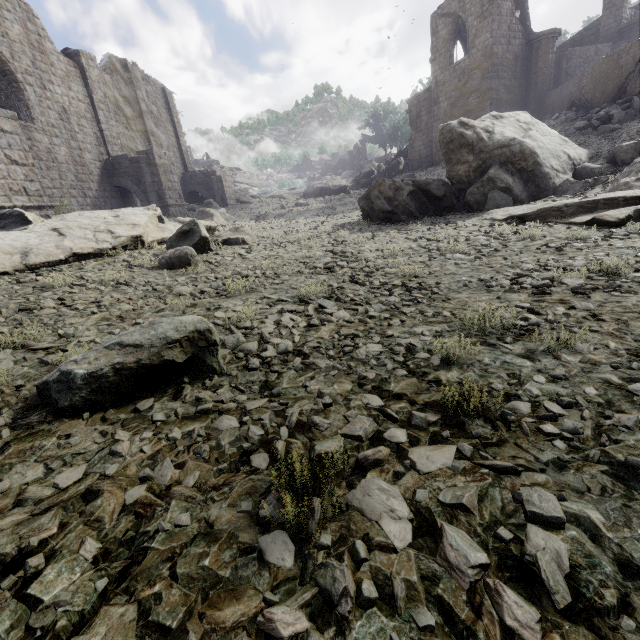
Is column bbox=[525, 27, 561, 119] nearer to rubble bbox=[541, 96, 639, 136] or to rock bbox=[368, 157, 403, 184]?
rubble bbox=[541, 96, 639, 136]

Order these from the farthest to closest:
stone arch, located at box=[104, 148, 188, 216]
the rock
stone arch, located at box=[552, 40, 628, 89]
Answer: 1. the rock
2. stone arch, located at box=[552, 40, 628, 89]
3. stone arch, located at box=[104, 148, 188, 216]

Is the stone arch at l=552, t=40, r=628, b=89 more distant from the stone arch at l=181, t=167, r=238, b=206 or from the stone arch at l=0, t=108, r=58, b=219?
the stone arch at l=0, t=108, r=58, b=219

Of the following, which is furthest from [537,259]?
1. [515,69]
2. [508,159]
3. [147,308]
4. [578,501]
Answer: [515,69]

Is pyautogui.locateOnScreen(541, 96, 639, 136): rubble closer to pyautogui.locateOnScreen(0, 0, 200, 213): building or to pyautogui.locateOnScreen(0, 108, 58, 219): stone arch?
pyautogui.locateOnScreen(0, 0, 200, 213): building

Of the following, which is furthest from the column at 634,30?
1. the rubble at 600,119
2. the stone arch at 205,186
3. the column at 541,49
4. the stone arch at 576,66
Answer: the stone arch at 205,186

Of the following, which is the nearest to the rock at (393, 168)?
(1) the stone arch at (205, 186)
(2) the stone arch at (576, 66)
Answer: (2) the stone arch at (576, 66)

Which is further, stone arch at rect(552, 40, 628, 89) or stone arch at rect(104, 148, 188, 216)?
stone arch at rect(552, 40, 628, 89)
